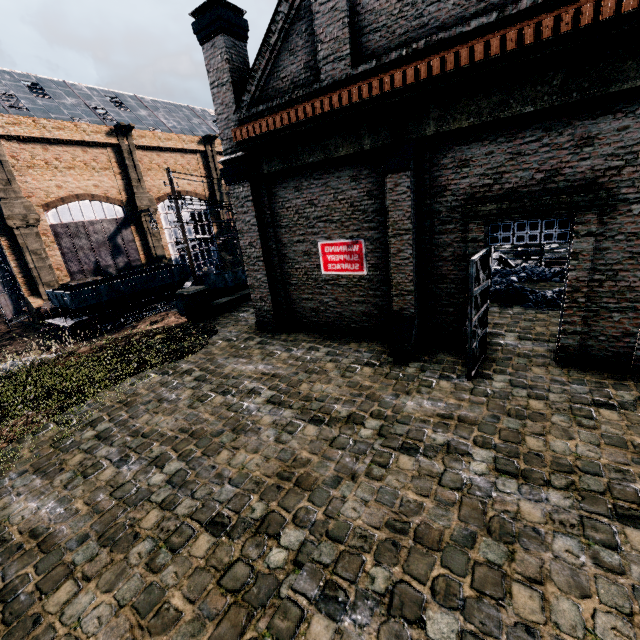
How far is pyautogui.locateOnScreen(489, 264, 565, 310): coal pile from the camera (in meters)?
12.60

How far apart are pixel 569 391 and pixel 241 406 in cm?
806

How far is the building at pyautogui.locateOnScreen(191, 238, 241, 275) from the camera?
47.6m

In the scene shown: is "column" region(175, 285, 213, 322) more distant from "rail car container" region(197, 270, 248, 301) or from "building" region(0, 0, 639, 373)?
"building" region(0, 0, 639, 373)

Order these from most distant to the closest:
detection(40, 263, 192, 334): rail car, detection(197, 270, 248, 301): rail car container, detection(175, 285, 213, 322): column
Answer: detection(40, 263, 192, 334): rail car < detection(197, 270, 248, 301): rail car container < detection(175, 285, 213, 322): column

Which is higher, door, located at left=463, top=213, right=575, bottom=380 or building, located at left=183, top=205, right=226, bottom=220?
building, located at left=183, top=205, right=226, bottom=220

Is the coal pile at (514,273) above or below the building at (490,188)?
below
